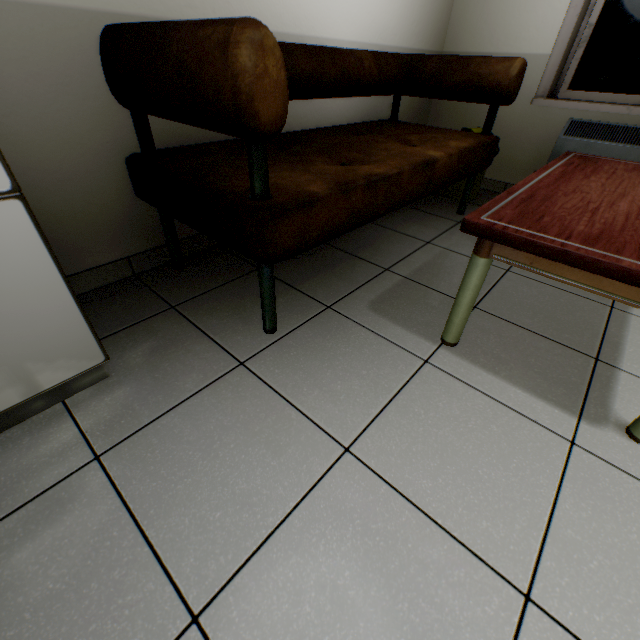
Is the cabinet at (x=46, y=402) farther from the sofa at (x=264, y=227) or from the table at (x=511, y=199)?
the table at (x=511, y=199)

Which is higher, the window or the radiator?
the window

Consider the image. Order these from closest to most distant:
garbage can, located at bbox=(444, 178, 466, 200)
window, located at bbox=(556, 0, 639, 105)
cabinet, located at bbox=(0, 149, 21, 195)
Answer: cabinet, located at bbox=(0, 149, 21, 195)
window, located at bbox=(556, 0, 639, 105)
garbage can, located at bbox=(444, 178, 466, 200)

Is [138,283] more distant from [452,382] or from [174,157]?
[452,382]

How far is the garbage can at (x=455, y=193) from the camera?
2.68m

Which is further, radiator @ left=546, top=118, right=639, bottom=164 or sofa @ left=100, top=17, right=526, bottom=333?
radiator @ left=546, top=118, right=639, bottom=164

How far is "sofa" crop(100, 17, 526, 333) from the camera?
0.78m

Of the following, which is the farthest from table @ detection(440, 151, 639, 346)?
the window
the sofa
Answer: the window
